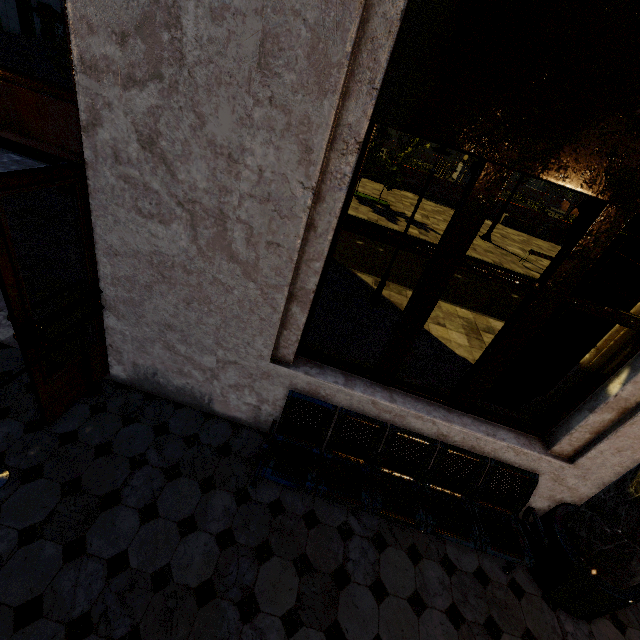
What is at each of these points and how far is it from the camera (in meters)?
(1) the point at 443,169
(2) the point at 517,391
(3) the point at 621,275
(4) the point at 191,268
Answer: (1) fence, 31.97
(2) atm, 4.08
(3) atm, 3.17
(4) building, 2.60

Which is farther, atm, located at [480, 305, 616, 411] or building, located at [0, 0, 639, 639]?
atm, located at [480, 305, 616, 411]

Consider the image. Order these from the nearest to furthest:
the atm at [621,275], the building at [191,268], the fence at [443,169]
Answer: the building at [191,268] → the atm at [621,275] → the fence at [443,169]

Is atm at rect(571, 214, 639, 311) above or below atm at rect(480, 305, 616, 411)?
above

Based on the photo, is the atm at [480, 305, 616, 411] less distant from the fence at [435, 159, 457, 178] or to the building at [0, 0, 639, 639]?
the building at [0, 0, 639, 639]

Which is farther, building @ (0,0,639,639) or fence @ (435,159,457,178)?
fence @ (435,159,457,178)

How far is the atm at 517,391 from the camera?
3.33m
